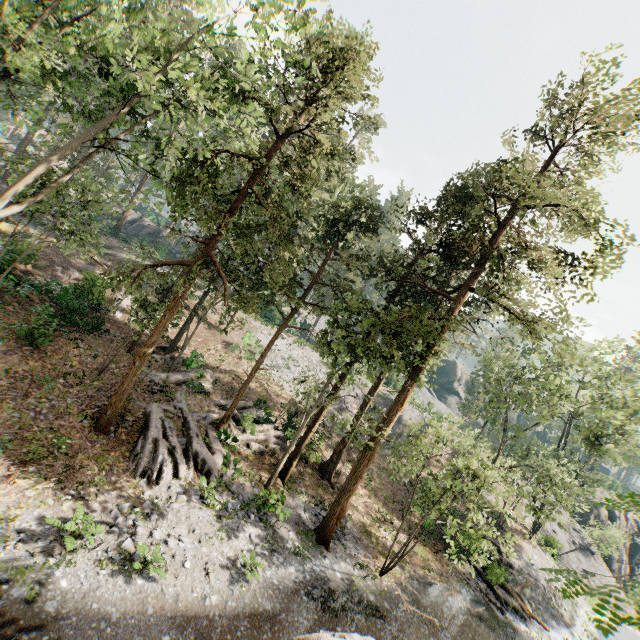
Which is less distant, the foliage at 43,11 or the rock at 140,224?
the foliage at 43,11

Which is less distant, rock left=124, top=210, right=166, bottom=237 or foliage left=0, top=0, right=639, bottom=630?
foliage left=0, top=0, right=639, bottom=630

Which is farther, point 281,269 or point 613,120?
point 281,269

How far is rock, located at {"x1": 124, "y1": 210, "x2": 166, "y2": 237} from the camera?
51.5m

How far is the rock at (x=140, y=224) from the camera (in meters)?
51.50
